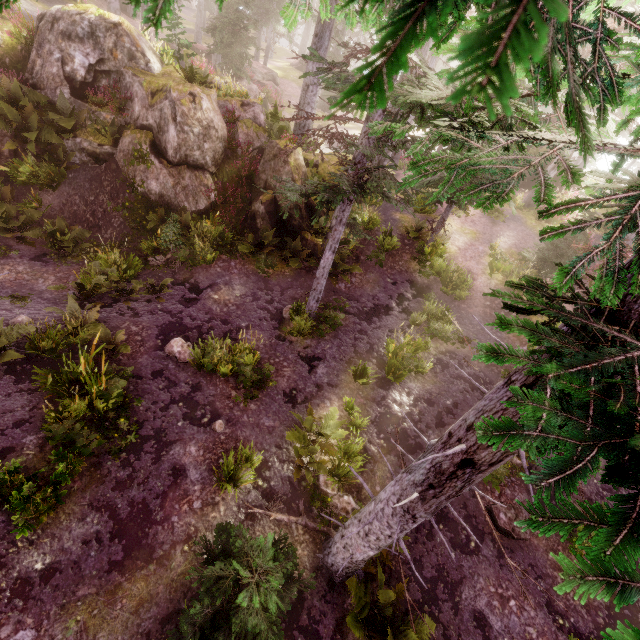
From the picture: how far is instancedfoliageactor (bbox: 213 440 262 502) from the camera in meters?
6.8 m

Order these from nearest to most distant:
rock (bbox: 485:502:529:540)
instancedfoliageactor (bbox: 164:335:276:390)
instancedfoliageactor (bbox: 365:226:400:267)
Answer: rock (bbox: 485:502:529:540)
instancedfoliageactor (bbox: 164:335:276:390)
instancedfoliageactor (bbox: 365:226:400:267)

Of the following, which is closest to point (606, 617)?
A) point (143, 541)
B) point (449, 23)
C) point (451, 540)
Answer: point (451, 540)

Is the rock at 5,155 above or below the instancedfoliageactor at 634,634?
below

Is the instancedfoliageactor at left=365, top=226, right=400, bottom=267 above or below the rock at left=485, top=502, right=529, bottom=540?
above

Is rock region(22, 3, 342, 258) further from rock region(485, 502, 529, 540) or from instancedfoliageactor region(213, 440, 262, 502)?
rock region(485, 502, 529, 540)

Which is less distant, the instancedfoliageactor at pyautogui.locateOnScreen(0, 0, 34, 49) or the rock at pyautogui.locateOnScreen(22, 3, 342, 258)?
the instancedfoliageactor at pyautogui.locateOnScreen(0, 0, 34, 49)

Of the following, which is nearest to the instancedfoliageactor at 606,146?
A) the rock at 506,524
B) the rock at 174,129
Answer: the rock at 174,129
